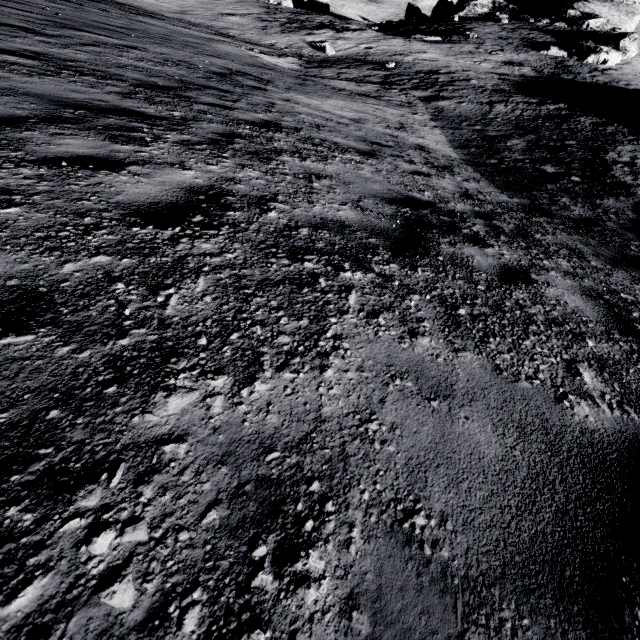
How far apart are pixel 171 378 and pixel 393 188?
4.7m
